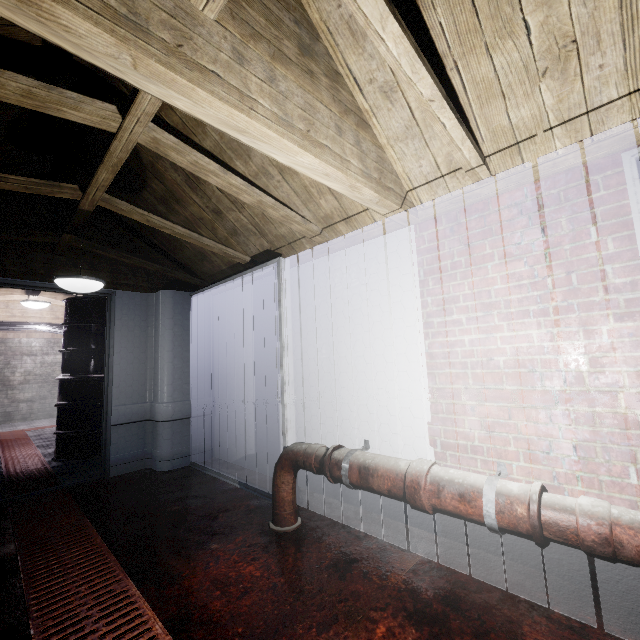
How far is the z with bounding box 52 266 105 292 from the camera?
2.4m

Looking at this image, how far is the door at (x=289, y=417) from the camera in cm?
253

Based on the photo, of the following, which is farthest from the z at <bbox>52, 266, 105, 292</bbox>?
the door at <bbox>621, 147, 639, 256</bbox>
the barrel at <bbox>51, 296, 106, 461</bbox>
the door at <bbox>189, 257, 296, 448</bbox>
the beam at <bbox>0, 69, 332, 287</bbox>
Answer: the door at <bbox>621, 147, 639, 256</bbox>

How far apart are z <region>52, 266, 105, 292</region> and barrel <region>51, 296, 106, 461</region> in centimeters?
184cm

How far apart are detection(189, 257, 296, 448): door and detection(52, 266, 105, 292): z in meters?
1.0

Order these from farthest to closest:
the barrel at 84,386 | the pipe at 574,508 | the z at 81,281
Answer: the barrel at 84,386, the z at 81,281, the pipe at 574,508

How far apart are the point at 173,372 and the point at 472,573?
3.2 meters

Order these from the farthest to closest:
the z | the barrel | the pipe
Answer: the barrel, the z, the pipe
